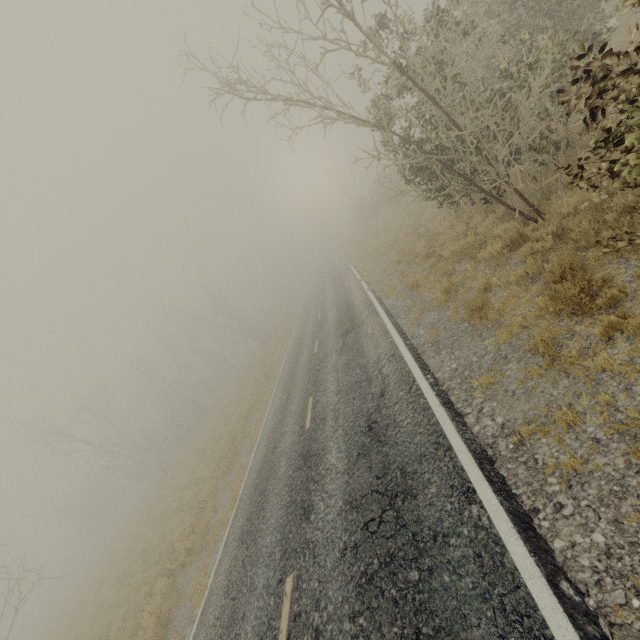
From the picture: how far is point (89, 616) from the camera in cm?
1594

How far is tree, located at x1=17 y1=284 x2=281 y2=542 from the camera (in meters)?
27.84

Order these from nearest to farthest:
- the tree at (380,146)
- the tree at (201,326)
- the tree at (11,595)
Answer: the tree at (380,146) < the tree at (11,595) < the tree at (201,326)

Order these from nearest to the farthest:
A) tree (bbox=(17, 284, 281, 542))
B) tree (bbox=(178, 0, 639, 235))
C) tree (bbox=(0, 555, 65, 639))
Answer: tree (bbox=(178, 0, 639, 235)), tree (bbox=(0, 555, 65, 639)), tree (bbox=(17, 284, 281, 542))

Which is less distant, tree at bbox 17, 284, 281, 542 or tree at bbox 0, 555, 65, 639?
tree at bbox 0, 555, 65, 639

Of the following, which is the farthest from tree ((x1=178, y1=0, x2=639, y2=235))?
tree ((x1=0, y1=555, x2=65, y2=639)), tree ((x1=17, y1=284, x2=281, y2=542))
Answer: tree ((x1=17, y1=284, x2=281, y2=542))

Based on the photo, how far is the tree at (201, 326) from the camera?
27.8m

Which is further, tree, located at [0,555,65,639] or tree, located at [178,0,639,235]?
tree, located at [0,555,65,639]
